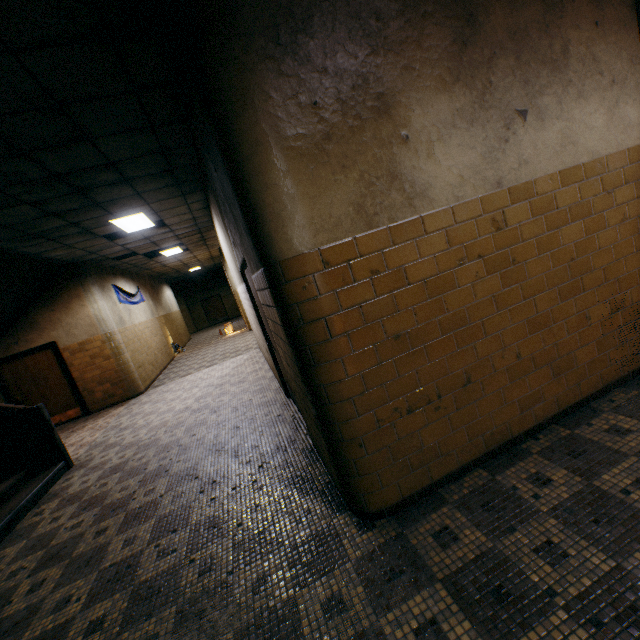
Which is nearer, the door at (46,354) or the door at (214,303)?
the door at (46,354)

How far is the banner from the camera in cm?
1020

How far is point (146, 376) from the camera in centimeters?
997cm

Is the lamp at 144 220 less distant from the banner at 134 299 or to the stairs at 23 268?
the stairs at 23 268

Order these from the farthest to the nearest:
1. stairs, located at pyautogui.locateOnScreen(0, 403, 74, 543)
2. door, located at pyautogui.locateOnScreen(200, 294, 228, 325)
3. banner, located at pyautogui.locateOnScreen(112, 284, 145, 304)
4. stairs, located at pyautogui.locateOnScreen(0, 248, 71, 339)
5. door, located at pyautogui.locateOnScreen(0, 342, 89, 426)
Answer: door, located at pyautogui.locateOnScreen(200, 294, 228, 325) < banner, located at pyautogui.locateOnScreen(112, 284, 145, 304) < door, located at pyautogui.locateOnScreen(0, 342, 89, 426) < stairs, located at pyautogui.locateOnScreen(0, 248, 71, 339) < stairs, located at pyautogui.locateOnScreen(0, 403, 74, 543)

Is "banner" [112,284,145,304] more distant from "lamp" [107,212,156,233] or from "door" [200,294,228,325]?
"door" [200,294,228,325]

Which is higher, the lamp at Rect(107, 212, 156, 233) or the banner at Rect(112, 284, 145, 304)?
the lamp at Rect(107, 212, 156, 233)

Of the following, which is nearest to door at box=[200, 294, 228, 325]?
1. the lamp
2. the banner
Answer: the banner
